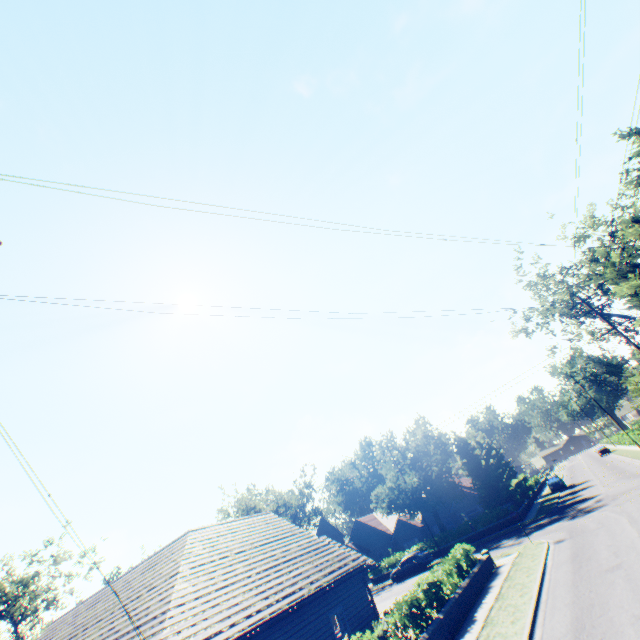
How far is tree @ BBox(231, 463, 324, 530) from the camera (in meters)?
48.62

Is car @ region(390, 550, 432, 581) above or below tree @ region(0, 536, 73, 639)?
below

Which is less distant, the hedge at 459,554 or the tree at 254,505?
the hedge at 459,554

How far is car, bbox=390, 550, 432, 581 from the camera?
32.53m

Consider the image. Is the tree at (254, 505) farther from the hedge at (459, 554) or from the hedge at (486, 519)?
the hedge at (459, 554)

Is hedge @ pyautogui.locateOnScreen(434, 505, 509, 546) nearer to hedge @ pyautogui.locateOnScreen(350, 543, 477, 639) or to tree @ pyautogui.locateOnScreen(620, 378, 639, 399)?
tree @ pyautogui.locateOnScreen(620, 378, 639, 399)

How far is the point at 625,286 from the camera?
18.9 meters

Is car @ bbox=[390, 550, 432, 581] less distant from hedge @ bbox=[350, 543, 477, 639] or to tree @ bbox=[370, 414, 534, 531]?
tree @ bbox=[370, 414, 534, 531]
